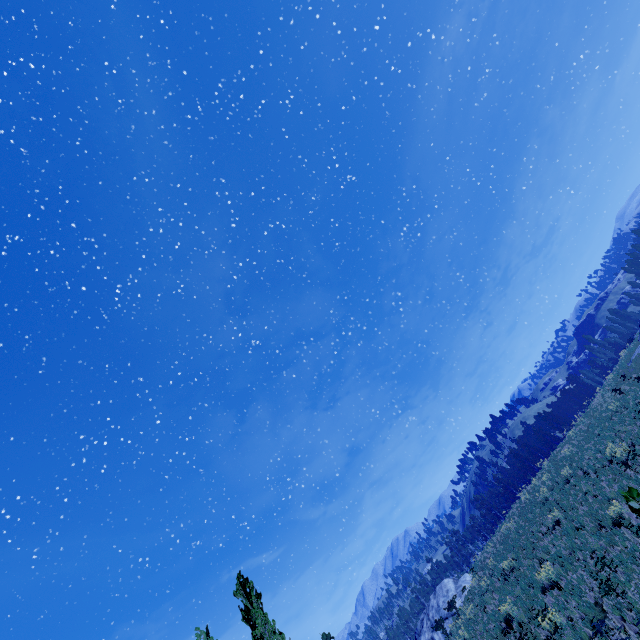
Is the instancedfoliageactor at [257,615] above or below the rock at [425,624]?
above

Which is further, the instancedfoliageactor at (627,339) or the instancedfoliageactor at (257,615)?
the instancedfoliageactor at (627,339)

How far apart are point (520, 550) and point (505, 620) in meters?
5.5

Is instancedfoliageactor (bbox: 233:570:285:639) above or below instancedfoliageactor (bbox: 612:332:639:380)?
above

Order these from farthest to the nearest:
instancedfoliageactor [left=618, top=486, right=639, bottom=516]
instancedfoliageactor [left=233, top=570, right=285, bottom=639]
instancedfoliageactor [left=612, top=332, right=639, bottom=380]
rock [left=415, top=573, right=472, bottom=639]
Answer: rock [left=415, top=573, right=472, bottom=639], instancedfoliageactor [left=612, top=332, right=639, bottom=380], instancedfoliageactor [left=233, top=570, right=285, bottom=639], instancedfoliageactor [left=618, top=486, right=639, bottom=516]

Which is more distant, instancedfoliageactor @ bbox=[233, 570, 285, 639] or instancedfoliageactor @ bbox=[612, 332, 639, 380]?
instancedfoliageactor @ bbox=[612, 332, 639, 380]

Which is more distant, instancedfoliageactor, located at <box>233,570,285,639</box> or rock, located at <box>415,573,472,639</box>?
rock, located at <box>415,573,472,639</box>
